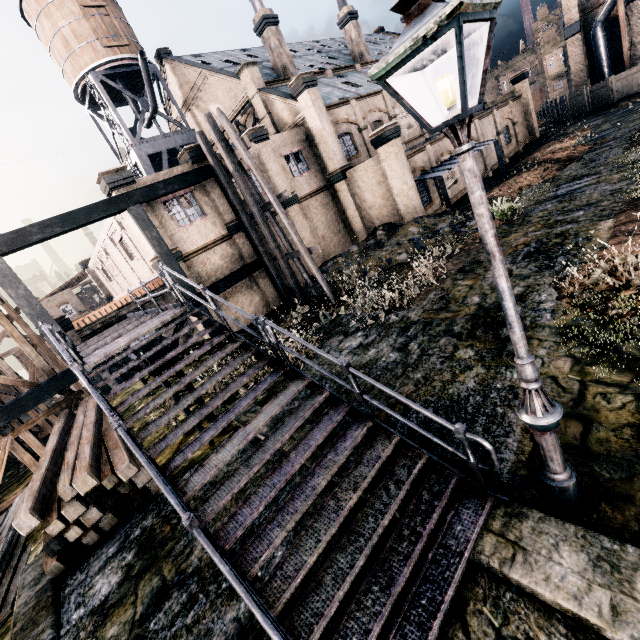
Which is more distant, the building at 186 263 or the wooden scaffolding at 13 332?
the building at 186 263

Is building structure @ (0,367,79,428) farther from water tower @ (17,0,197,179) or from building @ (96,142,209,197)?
water tower @ (17,0,197,179)

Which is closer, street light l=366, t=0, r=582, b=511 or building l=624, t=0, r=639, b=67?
street light l=366, t=0, r=582, b=511

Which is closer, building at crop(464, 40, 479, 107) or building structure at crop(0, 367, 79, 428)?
building structure at crop(0, 367, 79, 428)

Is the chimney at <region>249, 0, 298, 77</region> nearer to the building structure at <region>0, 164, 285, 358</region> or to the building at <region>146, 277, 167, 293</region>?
the building at <region>146, 277, 167, 293</region>

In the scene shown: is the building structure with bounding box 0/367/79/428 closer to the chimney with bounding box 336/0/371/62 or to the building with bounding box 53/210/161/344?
the building with bounding box 53/210/161/344

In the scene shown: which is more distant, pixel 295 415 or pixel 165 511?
pixel 165 511

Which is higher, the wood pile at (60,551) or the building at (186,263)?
the building at (186,263)
